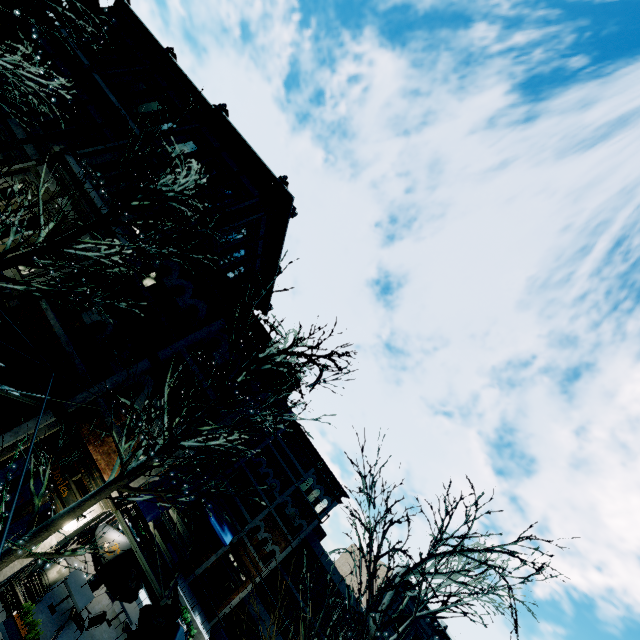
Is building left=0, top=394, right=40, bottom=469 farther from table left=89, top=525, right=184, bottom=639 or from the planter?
table left=89, top=525, right=184, bottom=639

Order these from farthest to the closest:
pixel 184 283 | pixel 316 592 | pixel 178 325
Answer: pixel 316 592, pixel 184 283, pixel 178 325

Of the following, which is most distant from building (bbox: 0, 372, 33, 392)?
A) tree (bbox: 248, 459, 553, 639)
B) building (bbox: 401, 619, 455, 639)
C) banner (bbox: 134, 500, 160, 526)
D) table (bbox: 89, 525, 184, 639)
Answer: building (bbox: 401, 619, 455, 639)

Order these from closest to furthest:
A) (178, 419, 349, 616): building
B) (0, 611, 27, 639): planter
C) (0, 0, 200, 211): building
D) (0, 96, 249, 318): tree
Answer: (0, 96, 249, 318): tree
(0, 611, 27, 639): planter
(0, 0, 200, 211): building
(178, 419, 349, 616): building

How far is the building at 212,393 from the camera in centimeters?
1061cm

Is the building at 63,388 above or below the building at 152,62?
below

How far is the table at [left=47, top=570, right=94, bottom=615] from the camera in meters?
9.8

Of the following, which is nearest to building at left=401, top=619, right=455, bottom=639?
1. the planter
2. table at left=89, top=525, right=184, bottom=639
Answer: table at left=89, top=525, right=184, bottom=639
